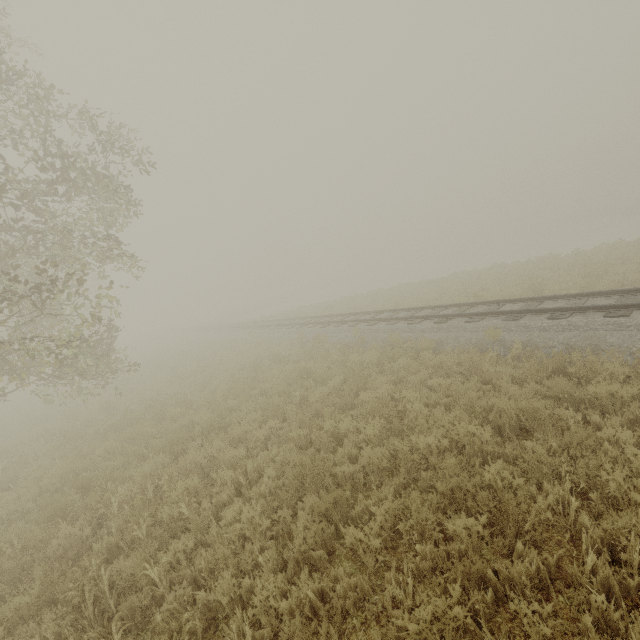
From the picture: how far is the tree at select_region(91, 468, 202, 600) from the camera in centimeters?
439cm

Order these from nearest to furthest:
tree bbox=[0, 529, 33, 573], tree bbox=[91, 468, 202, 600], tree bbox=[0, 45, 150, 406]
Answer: tree bbox=[91, 468, 202, 600]
tree bbox=[0, 529, 33, 573]
tree bbox=[0, 45, 150, 406]

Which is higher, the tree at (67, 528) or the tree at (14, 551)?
the tree at (67, 528)

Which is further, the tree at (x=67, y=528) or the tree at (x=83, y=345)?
the tree at (x=83, y=345)

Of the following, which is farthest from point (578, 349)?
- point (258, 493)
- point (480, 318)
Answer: point (258, 493)

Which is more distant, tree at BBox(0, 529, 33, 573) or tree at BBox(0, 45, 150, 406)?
tree at BBox(0, 45, 150, 406)
